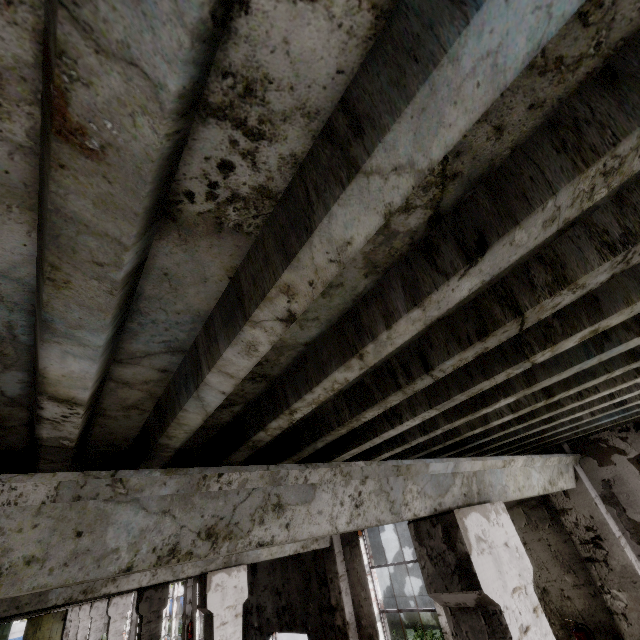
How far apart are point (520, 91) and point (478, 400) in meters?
2.2 m

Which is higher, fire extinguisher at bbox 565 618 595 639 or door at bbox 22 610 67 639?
door at bbox 22 610 67 639

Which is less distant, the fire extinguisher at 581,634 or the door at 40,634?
the fire extinguisher at 581,634

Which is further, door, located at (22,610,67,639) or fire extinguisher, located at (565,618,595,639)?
door, located at (22,610,67,639)

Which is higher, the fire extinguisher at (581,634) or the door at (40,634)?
the door at (40,634)
